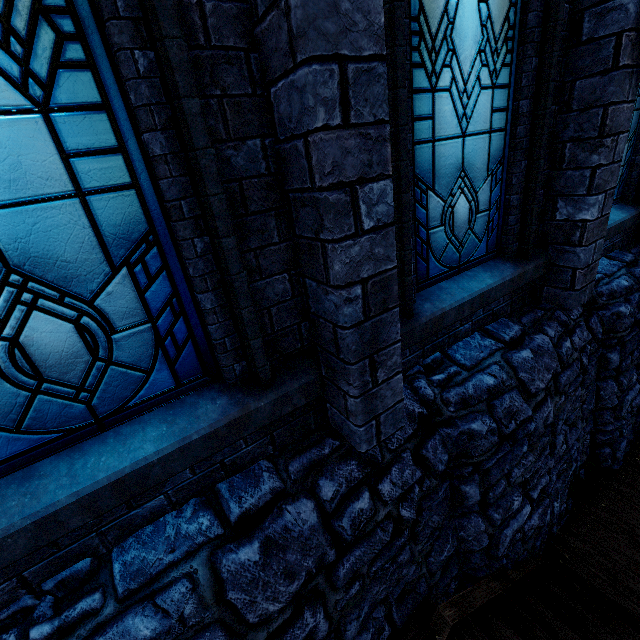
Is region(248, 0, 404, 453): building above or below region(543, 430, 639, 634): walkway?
above

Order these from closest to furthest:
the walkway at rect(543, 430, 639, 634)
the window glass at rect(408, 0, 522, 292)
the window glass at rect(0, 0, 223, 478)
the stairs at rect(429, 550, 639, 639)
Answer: the window glass at rect(0, 0, 223, 478) → the window glass at rect(408, 0, 522, 292) → the stairs at rect(429, 550, 639, 639) → the walkway at rect(543, 430, 639, 634)

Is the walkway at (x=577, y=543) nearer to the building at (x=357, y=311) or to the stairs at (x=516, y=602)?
the stairs at (x=516, y=602)

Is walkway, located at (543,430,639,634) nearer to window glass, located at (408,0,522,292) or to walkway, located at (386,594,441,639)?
walkway, located at (386,594,441,639)

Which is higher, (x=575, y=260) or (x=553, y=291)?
(x=575, y=260)

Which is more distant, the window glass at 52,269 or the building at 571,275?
the building at 571,275

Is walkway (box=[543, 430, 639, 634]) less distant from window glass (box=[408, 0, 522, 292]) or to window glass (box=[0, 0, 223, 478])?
window glass (box=[408, 0, 522, 292])

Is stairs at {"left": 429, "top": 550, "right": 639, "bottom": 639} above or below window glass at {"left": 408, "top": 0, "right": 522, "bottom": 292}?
below
